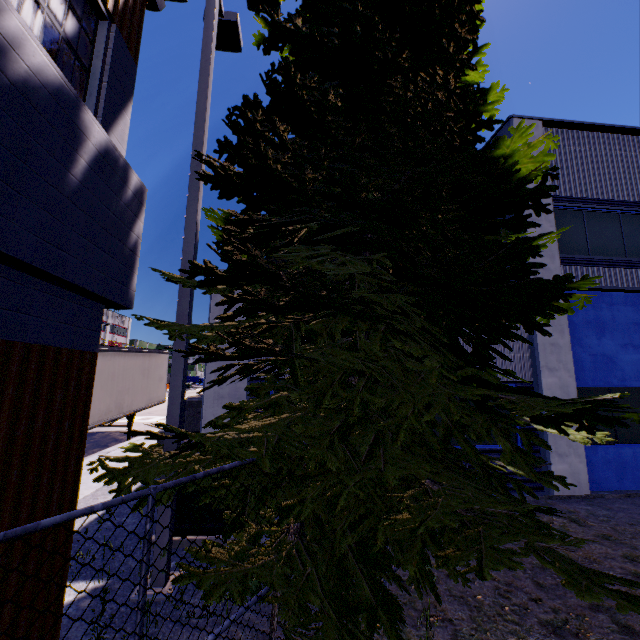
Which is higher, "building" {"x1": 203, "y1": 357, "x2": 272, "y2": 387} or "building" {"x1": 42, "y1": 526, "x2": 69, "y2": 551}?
"building" {"x1": 203, "y1": 357, "x2": 272, "y2": 387}

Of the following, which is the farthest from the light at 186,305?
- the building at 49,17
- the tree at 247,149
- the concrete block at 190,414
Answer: the concrete block at 190,414

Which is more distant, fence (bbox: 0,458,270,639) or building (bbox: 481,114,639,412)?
building (bbox: 481,114,639,412)

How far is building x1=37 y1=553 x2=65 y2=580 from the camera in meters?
2.6 m

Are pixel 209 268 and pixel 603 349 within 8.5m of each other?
no

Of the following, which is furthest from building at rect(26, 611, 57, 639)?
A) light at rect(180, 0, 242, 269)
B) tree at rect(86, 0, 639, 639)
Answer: light at rect(180, 0, 242, 269)

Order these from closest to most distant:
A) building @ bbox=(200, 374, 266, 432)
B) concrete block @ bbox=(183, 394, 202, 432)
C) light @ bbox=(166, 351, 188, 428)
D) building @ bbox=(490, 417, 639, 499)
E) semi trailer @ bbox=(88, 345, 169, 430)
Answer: light @ bbox=(166, 351, 188, 428), building @ bbox=(200, 374, 266, 432), building @ bbox=(490, 417, 639, 499), concrete block @ bbox=(183, 394, 202, 432), semi trailer @ bbox=(88, 345, 169, 430)

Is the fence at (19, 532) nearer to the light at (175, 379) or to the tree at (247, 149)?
the tree at (247, 149)
